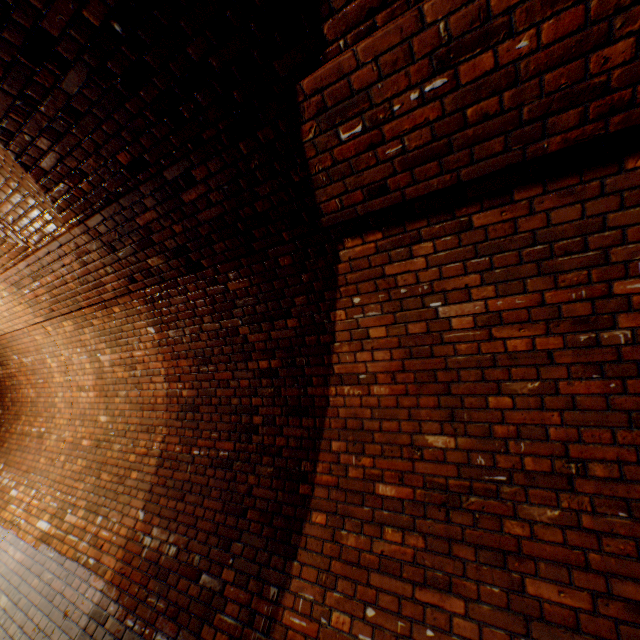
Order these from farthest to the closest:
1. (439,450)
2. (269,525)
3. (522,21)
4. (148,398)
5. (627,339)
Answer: (148,398), (269,525), (439,450), (627,339), (522,21)

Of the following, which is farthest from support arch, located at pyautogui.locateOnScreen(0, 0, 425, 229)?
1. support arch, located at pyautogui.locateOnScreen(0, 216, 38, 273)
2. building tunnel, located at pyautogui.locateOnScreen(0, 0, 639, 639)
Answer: support arch, located at pyautogui.locateOnScreen(0, 216, 38, 273)

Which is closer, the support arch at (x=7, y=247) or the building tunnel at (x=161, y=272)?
the building tunnel at (x=161, y=272)

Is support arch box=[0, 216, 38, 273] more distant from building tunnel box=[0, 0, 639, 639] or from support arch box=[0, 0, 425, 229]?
support arch box=[0, 0, 425, 229]

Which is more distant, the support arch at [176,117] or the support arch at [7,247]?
the support arch at [7,247]

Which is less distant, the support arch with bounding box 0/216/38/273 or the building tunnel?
the building tunnel

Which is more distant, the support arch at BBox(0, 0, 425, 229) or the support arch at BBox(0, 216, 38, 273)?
the support arch at BBox(0, 216, 38, 273)
